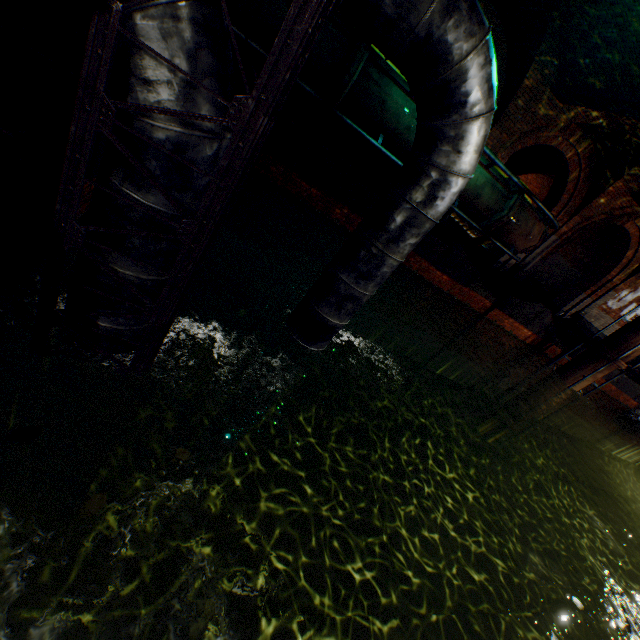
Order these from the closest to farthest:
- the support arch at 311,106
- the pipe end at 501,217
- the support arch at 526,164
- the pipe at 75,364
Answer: the pipe at 75,364, the pipe end at 501,217, the support arch at 311,106, the support arch at 526,164

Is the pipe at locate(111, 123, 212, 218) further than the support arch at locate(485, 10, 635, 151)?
No

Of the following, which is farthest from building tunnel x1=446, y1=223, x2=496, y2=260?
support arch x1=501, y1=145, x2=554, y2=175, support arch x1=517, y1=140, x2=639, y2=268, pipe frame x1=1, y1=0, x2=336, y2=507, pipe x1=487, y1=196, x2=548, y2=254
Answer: pipe frame x1=1, y1=0, x2=336, y2=507

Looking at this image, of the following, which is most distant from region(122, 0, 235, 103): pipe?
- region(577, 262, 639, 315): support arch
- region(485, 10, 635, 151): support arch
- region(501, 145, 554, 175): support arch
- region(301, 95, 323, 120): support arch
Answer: region(577, 262, 639, 315): support arch

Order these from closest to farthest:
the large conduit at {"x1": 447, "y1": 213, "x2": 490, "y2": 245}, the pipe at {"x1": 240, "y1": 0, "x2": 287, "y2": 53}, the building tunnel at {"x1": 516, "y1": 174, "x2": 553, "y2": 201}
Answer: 1. the pipe at {"x1": 240, "y1": 0, "x2": 287, "y2": 53}
2. the large conduit at {"x1": 447, "y1": 213, "x2": 490, "y2": 245}
3. the building tunnel at {"x1": 516, "y1": 174, "x2": 553, "y2": 201}

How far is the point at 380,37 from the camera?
2.3 meters

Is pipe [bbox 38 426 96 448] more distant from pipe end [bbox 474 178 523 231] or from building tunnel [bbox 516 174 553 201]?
building tunnel [bbox 516 174 553 201]

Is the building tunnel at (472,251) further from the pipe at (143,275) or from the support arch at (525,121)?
the pipe at (143,275)
